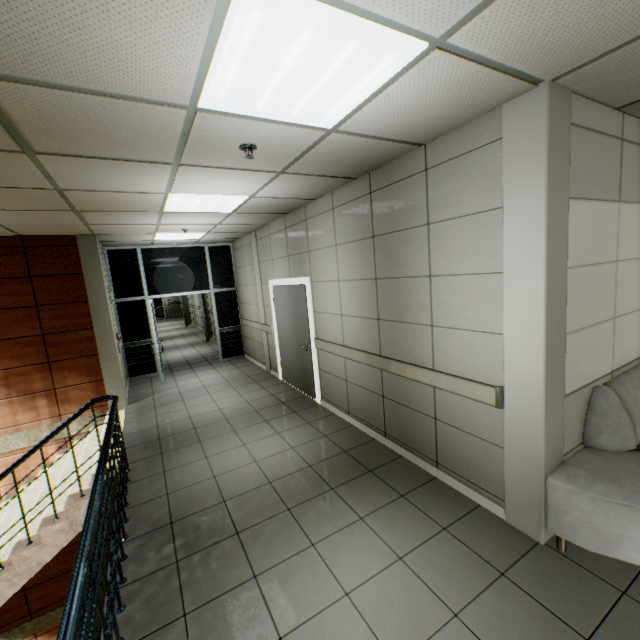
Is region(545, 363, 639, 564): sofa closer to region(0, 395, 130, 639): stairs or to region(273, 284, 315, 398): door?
region(0, 395, 130, 639): stairs

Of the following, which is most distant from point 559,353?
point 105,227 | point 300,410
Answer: point 105,227

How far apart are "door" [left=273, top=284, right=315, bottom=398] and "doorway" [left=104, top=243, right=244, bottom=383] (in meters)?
2.74

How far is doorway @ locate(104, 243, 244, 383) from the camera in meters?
7.8

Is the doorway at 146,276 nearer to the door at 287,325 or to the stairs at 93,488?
the stairs at 93,488

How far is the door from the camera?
5.61m

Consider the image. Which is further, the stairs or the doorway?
the doorway

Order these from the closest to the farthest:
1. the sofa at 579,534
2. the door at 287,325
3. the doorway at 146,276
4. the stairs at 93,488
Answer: the stairs at 93,488 → the sofa at 579,534 → the door at 287,325 → the doorway at 146,276
